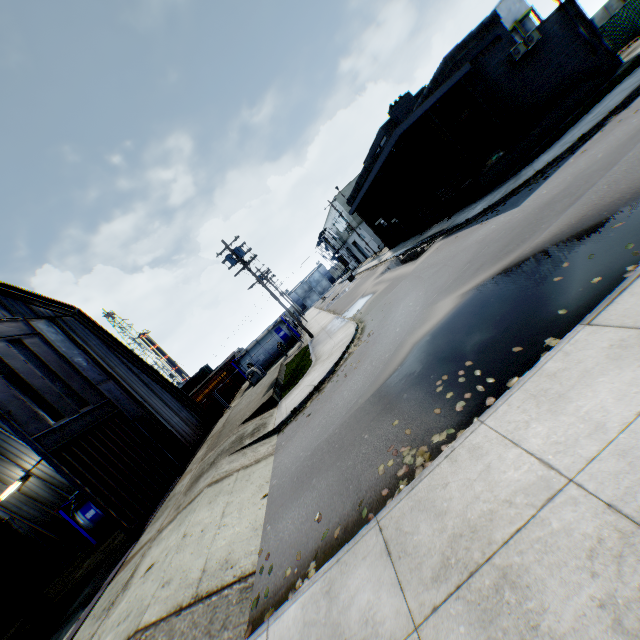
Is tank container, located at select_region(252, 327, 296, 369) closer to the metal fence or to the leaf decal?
the metal fence

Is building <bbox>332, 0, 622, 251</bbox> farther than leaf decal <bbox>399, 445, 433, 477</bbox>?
Yes

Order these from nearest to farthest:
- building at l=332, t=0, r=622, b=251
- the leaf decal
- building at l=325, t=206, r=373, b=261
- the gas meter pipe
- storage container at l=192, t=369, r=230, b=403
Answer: the leaf decal
building at l=332, t=0, r=622, b=251
the gas meter pipe
storage container at l=192, t=369, r=230, b=403
building at l=325, t=206, r=373, b=261

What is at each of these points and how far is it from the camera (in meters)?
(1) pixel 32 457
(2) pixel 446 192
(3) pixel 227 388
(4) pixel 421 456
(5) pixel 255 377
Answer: (1) building, 20.16
(2) wooden pallet, 20.97
(3) storage container, 33.22
(4) leaf decal, 4.80
(5) gas meter pipe, 27.73

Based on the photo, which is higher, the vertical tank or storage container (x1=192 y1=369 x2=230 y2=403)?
the vertical tank

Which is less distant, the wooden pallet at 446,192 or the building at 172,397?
the building at 172,397

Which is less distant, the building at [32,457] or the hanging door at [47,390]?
the hanging door at [47,390]

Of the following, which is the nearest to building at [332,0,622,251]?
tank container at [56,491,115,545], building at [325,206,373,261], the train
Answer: building at [325,206,373,261]
